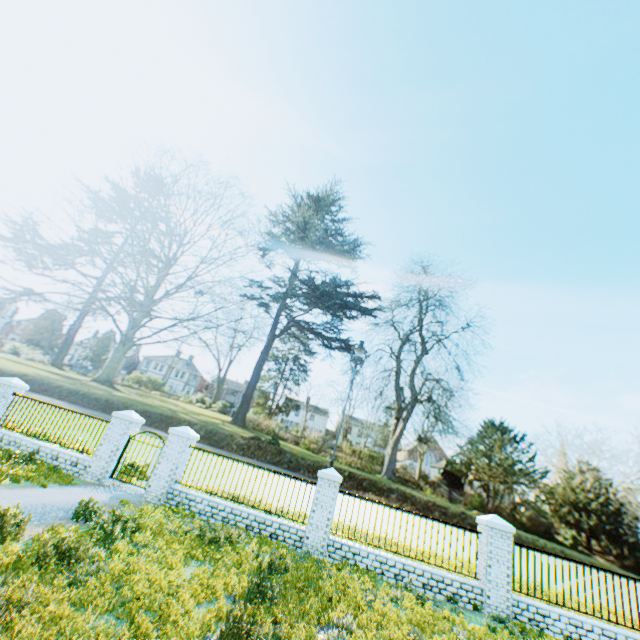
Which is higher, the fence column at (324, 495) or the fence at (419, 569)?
the fence column at (324, 495)

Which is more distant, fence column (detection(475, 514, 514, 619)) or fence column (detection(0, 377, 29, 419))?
fence column (detection(0, 377, 29, 419))

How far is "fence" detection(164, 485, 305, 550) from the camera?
10.2m

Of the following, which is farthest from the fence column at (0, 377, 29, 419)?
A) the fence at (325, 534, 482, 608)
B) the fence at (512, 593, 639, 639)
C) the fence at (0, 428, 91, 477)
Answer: the fence at (512, 593, 639, 639)

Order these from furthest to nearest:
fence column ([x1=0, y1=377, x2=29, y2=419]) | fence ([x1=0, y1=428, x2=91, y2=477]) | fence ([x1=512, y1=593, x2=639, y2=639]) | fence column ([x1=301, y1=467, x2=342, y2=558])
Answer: fence column ([x1=0, y1=377, x2=29, y2=419]) → fence ([x1=0, y1=428, x2=91, y2=477]) → fence column ([x1=301, y1=467, x2=342, y2=558]) → fence ([x1=512, y1=593, x2=639, y2=639])

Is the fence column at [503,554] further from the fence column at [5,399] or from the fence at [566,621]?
the fence column at [5,399]

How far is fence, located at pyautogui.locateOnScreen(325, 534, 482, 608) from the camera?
9.3 meters

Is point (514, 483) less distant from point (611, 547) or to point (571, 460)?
point (571, 460)
